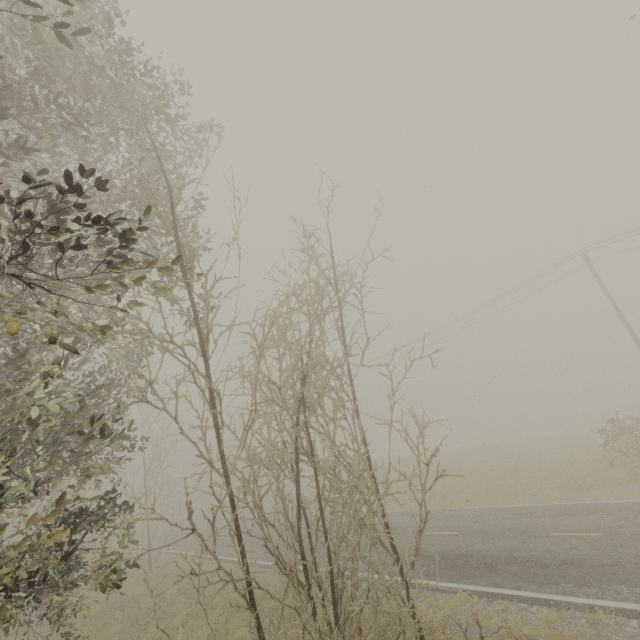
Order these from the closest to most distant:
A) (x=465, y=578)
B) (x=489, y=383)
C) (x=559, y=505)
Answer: (x=465, y=578) < (x=489, y=383) < (x=559, y=505)
